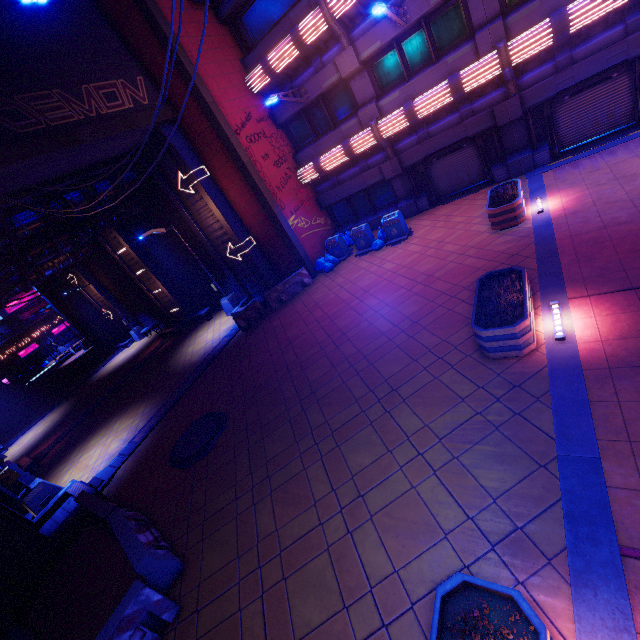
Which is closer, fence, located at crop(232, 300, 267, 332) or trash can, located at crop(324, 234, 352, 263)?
fence, located at crop(232, 300, 267, 332)

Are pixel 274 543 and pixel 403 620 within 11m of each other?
yes

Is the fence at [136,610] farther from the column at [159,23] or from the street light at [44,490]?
the column at [159,23]

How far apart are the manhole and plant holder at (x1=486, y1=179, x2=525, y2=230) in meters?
10.9

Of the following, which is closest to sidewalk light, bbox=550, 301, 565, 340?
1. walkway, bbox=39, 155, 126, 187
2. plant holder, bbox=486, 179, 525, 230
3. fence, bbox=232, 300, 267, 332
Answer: plant holder, bbox=486, 179, 525, 230

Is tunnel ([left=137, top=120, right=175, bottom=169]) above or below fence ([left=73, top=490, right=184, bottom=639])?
above

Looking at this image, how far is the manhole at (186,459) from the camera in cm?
938

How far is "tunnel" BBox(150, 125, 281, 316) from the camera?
14.84m
